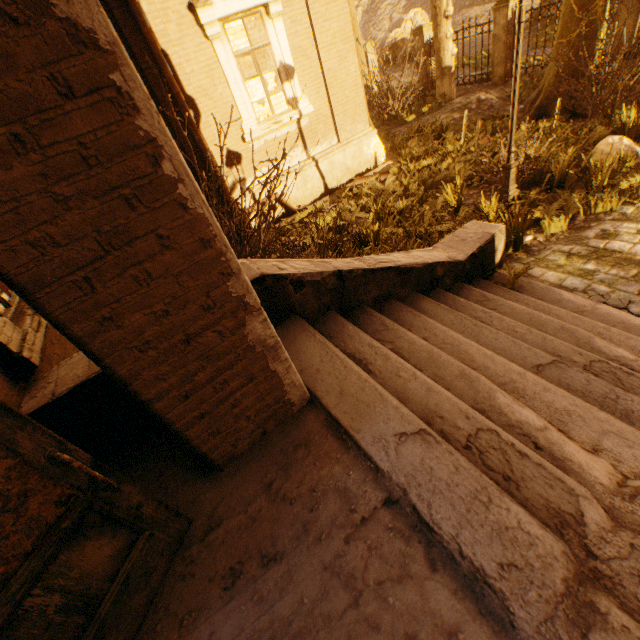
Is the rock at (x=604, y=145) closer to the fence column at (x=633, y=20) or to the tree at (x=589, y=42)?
the tree at (x=589, y=42)

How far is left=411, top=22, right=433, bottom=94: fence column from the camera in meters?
14.5 m

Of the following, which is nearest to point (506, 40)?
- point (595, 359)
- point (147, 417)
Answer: point (595, 359)

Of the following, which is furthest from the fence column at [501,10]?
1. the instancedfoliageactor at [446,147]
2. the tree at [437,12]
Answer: the tree at [437,12]

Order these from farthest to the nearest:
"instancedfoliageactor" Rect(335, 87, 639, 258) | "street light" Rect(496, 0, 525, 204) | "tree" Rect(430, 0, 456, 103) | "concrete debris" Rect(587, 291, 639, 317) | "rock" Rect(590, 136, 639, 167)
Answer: "tree" Rect(430, 0, 456, 103) → "rock" Rect(590, 136, 639, 167) → "instancedfoliageactor" Rect(335, 87, 639, 258) → "street light" Rect(496, 0, 525, 204) → "concrete debris" Rect(587, 291, 639, 317)

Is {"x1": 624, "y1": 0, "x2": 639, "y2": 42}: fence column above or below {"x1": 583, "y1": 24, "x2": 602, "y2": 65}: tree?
below

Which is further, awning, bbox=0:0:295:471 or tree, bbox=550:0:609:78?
tree, bbox=550:0:609:78

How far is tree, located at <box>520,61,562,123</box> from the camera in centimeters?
840cm
